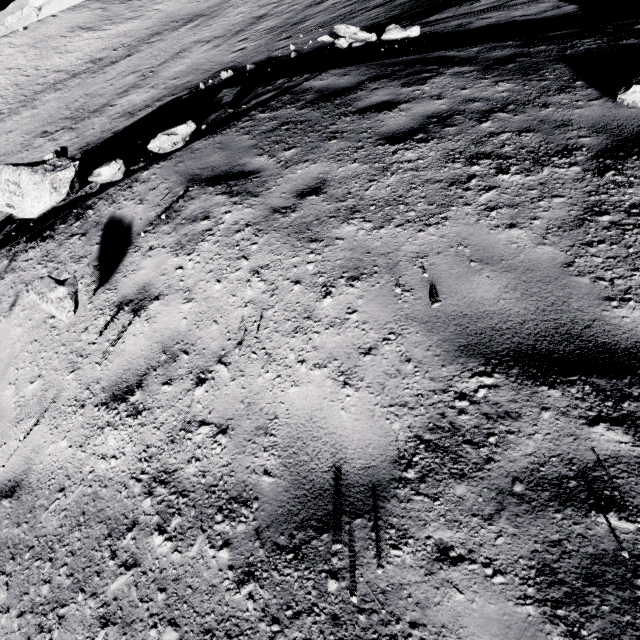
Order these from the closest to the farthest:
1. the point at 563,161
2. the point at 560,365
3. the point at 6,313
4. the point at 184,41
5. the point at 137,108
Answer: the point at 560,365 < the point at 563,161 < the point at 6,313 < the point at 137,108 < the point at 184,41

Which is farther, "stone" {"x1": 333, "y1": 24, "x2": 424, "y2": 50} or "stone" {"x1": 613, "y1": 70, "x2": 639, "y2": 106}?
"stone" {"x1": 333, "y1": 24, "x2": 424, "y2": 50}

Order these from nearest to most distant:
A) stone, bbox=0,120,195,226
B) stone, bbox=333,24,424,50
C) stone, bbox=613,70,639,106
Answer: stone, bbox=613,70,639,106 → stone, bbox=0,120,195,226 → stone, bbox=333,24,424,50

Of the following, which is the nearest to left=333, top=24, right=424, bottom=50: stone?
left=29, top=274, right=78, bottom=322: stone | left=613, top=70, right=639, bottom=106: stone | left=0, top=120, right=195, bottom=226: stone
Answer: left=0, top=120, right=195, bottom=226: stone

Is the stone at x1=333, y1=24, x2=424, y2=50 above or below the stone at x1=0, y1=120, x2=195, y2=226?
below

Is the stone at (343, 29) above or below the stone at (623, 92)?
below

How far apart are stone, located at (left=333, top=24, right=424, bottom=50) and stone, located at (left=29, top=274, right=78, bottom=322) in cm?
1159

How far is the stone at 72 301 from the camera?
3.3m
